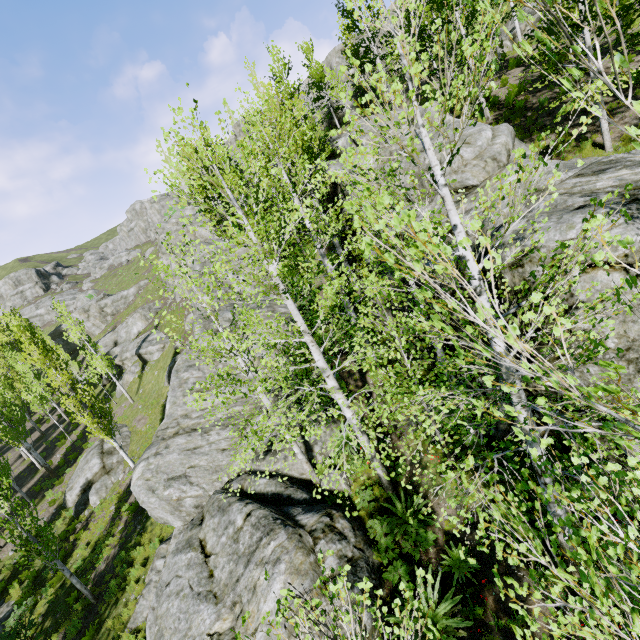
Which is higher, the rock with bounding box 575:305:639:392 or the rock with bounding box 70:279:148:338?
the rock with bounding box 70:279:148:338

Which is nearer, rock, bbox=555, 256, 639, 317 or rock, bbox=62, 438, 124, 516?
rock, bbox=555, 256, 639, 317

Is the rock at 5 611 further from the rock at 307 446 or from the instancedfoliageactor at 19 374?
the rock at 307 446

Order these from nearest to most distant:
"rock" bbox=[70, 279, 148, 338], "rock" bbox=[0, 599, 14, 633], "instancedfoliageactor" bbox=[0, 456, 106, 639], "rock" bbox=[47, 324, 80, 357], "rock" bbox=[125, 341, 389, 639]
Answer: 1. "rock" bbox=[125, 341, 389, 639]
2. "instancedfoliageactor" bbox=[0, 456, 106, 639]
3. "rock" bbox=[0, 599, 14, 633]
4. "rock" bbox=[47, 324, 80, 357]
5. "rock" bbox=[70, 279, 148, 338]

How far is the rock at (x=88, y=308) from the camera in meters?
48.0 m

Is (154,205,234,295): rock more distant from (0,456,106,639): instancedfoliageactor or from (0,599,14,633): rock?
(0,599,14,633): rock

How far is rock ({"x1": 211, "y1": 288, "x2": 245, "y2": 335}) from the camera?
18.4 meters

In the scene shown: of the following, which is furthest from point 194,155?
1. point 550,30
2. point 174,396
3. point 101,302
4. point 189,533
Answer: point 101,302
